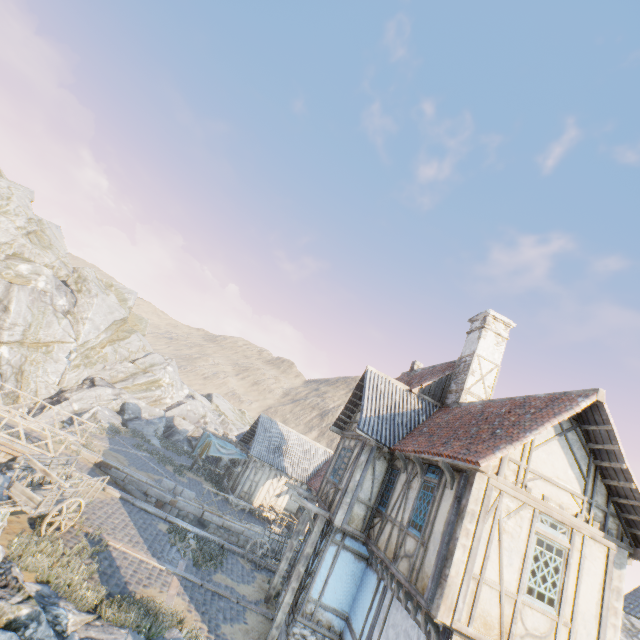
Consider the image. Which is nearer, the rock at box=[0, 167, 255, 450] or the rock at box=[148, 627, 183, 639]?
the rock at box=[148, 627, 183, 639]

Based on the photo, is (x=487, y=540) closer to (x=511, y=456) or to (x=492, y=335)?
(x=511, y=456)

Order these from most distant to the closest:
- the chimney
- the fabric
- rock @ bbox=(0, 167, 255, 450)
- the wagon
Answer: rock @ bbox=(0, 167, 255, 450) → the fabric → the chimney → the wagon

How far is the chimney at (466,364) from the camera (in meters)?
13.70

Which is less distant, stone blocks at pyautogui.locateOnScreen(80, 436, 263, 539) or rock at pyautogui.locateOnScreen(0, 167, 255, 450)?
stone blocks at pyautogui.locateOnScreen(80, 436, 263, 539)

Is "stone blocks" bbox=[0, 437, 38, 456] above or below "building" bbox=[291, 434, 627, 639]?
below

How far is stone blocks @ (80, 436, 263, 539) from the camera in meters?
17.8 m

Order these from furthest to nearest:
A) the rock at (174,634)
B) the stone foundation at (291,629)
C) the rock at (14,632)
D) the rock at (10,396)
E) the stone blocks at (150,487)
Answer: the rock at (10,396) → the stone blocks at (150,487) → the stone foundation at (291,629) → the rock at (174,634) → the rock at (14,632)
